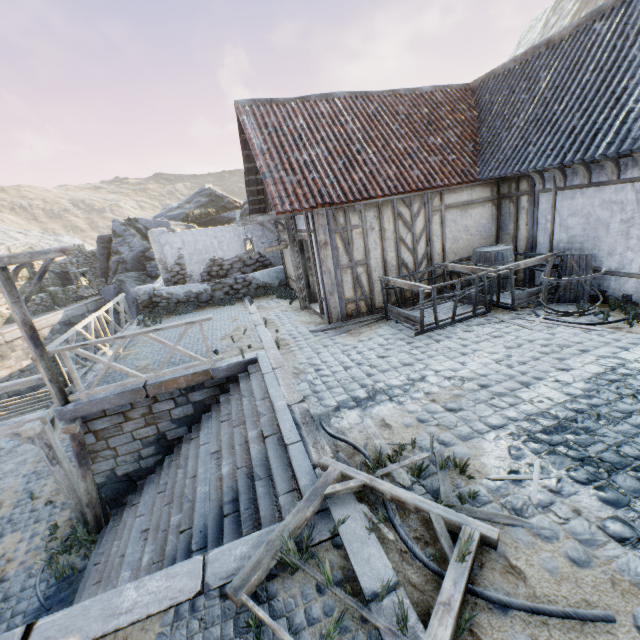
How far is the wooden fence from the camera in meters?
6.2

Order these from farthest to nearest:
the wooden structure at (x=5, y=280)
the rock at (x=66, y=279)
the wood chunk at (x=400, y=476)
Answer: the rock at (x=66, y=279), the wooden structure at (x=5, y=280), the wood chunk at (x=400, y=476)

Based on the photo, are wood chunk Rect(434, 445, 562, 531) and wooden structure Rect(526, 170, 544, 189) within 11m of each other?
yes

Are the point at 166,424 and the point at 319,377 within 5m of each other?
yes

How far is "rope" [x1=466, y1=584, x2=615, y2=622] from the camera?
2.09m

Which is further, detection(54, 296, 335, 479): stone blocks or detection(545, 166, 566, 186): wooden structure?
detection(545, 166, 566, 186): wooden structure

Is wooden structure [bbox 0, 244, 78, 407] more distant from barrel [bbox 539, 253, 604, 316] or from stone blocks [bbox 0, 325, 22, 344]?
barrel [bbox 539, 253, 604, 316]

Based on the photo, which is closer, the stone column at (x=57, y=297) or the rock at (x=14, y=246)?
the stone column at (x=57, y=297)
